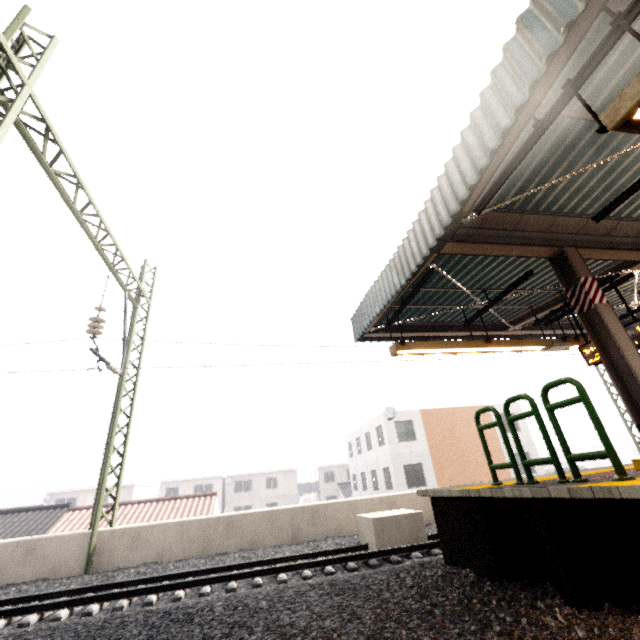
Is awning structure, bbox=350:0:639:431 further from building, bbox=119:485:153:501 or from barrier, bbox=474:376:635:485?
building, bbox=119:485:153:501

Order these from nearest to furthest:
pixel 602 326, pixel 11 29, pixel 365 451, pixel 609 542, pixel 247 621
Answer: pixel 609 542, pixel 247 621, pixel 602 326, pixel 11 29, pixel 365 451

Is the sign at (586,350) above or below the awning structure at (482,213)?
below

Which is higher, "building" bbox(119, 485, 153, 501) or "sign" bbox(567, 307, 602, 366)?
"sign" bbox(567, 307, 602, 366)

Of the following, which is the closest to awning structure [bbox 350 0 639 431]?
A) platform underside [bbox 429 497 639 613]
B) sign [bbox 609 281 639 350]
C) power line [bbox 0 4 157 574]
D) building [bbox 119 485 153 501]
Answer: sign [bbox 609 281 639 350]

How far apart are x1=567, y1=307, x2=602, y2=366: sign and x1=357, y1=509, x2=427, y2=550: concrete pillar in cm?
546

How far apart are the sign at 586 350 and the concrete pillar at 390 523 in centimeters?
546cm

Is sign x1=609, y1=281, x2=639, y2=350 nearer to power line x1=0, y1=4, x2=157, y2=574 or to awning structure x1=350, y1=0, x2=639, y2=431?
awning structure x1=350, y1=0, x2=639, y2=431
